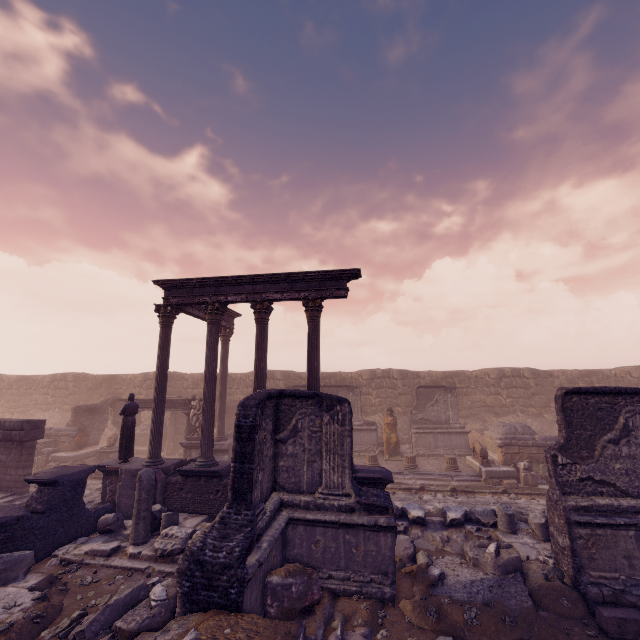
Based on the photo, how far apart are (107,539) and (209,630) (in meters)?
6.30

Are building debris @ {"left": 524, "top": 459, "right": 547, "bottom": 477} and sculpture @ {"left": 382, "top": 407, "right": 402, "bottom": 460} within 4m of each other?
no

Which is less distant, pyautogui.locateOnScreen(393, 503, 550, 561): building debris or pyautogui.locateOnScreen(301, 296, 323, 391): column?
pyautogui.locateOnScreen(393, 503, 550, 561): building debris

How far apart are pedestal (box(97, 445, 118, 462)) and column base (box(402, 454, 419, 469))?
14.70m

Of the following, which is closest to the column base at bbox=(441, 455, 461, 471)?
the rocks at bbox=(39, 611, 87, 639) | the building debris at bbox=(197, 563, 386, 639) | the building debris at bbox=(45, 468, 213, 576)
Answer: the building debris at bbox=(45, 468, 213, 576)

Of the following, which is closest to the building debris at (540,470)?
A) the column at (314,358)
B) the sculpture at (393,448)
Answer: the sculpture at (393,448)

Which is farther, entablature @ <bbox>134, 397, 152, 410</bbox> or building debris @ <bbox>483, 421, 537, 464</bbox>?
entablature @ <bbox>134, 397, 152, 410</bbox>

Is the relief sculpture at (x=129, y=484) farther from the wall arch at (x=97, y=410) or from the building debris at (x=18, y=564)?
the wall arch at (x=97, y=410)
